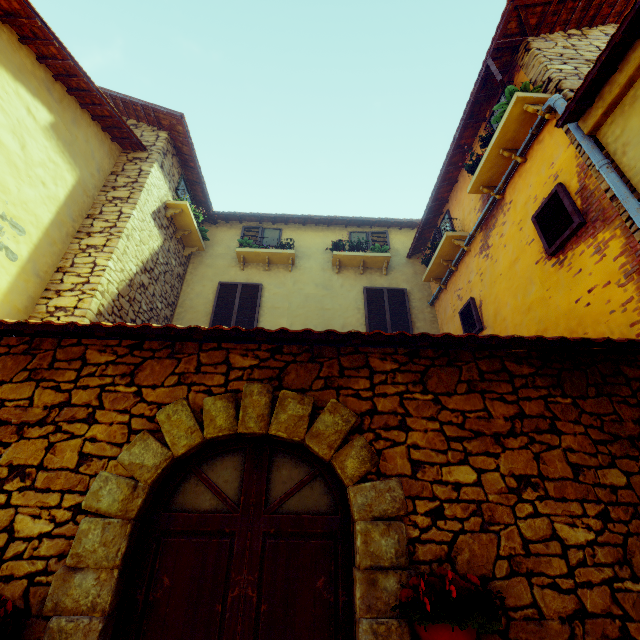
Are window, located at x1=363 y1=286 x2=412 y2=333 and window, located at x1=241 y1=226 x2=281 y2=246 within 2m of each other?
no

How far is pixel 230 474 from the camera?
2.5 meters

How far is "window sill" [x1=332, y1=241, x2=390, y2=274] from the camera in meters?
8.3 m

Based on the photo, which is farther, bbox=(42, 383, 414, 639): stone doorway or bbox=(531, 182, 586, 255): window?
bbox=(531, 182, 586, 255): window

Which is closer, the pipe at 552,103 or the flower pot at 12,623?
the flower pot at 12,623

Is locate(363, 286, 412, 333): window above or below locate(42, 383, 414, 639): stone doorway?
above

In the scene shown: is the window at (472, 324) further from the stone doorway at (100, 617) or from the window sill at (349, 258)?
the stone doorway at (100, 617)

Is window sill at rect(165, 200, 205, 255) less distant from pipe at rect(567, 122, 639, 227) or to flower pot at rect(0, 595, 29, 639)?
pipe at rect(567, 122, 639, 227)
